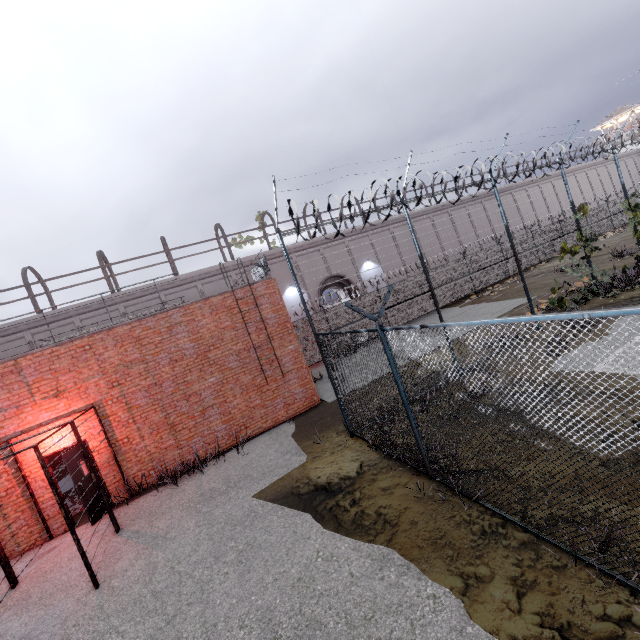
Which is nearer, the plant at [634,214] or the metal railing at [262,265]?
the metal railing at [262,265]

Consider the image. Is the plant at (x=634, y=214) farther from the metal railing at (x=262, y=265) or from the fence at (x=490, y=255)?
the metal railing at (x=262, y=265)

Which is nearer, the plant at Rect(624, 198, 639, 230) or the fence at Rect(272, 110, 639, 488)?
the fence at Rect(272, 110, 639, 488)

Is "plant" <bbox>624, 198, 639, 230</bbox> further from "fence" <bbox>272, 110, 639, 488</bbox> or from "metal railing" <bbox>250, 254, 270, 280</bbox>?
"metal railing" <bbox>250, 254, 270, 280</bbox>

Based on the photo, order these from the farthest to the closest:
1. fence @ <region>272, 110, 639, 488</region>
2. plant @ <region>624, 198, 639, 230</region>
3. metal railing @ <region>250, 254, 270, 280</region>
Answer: plant @ <region>624, 198, 639, 230</region> < metal railing @ <region>250, 254, 270, 280</region> < fence @ <region>272, 110, 639, 488</region>

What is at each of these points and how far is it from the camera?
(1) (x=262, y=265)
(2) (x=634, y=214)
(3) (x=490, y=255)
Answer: (1) metal railing, 12.4m
(2) plant, 14.0m
(3) fence, 24.5m

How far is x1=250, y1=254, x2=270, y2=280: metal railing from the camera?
11.9m
